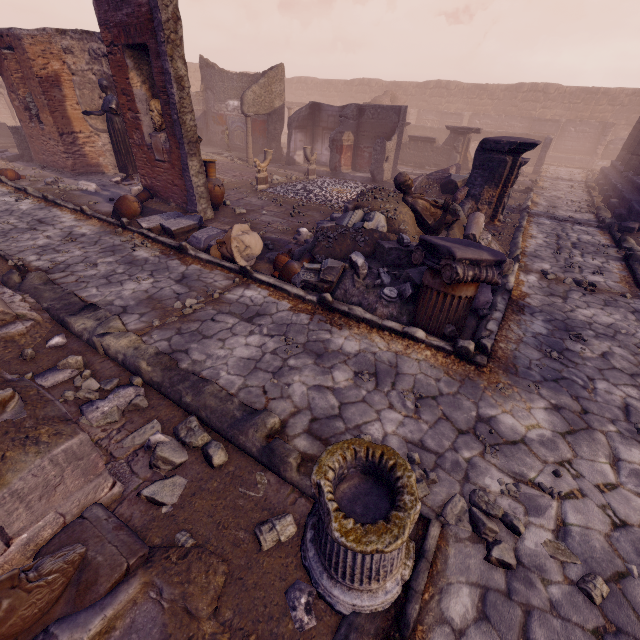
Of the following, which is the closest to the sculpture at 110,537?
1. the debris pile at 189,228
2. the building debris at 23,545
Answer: the building debris at 23,545

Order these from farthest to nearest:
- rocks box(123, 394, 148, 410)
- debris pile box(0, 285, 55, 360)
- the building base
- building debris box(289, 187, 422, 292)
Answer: the building base
building debris box(289, 187, 422, 292)
debris pile box(0, 285, 55, 360)
rocks box(123, 394, 148, 410)

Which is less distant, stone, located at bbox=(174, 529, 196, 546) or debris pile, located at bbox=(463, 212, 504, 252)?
stone, located at bbox=(174, 529, 196, 546)

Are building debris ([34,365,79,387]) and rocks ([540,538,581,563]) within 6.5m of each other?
yes

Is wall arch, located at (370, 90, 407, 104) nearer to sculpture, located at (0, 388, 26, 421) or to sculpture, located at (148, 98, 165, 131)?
sculpture, located at (148, 98, 165, 131)

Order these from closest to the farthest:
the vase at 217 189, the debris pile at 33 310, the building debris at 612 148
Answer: the debris pile at 33 310
the vase at 217 189
the building debris at 612 148

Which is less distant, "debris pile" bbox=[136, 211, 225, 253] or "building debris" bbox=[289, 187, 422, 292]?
"building debris" bbox=[289, 187, 422, 292]

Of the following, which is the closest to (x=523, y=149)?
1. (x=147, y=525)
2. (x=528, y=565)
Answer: (x=528, y=565)
